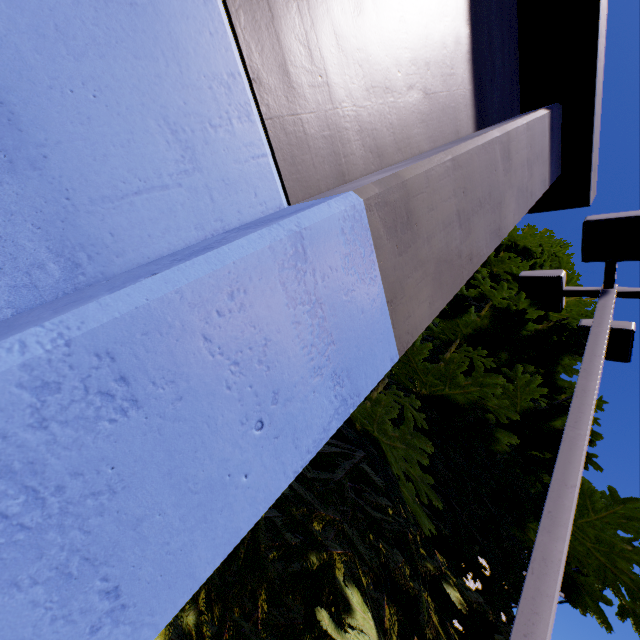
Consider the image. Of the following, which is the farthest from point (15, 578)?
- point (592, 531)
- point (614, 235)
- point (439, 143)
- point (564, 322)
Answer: point (564, 322)

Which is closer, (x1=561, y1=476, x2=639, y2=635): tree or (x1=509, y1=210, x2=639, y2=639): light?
(x1=509, y1=210, x2=639, y2=639): light

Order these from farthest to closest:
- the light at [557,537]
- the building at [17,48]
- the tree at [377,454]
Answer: the tree at [377,454], the light at [557,537], the building at [17,48]

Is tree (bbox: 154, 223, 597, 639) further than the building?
Yes

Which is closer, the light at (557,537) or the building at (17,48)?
the building at (17,48)

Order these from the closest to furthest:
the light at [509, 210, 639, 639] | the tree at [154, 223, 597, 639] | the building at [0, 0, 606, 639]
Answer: the building at [0, 0, 606, 639] < the light at [509, 210, 639, 639] < the tree at [154, 223, 597, 639]
